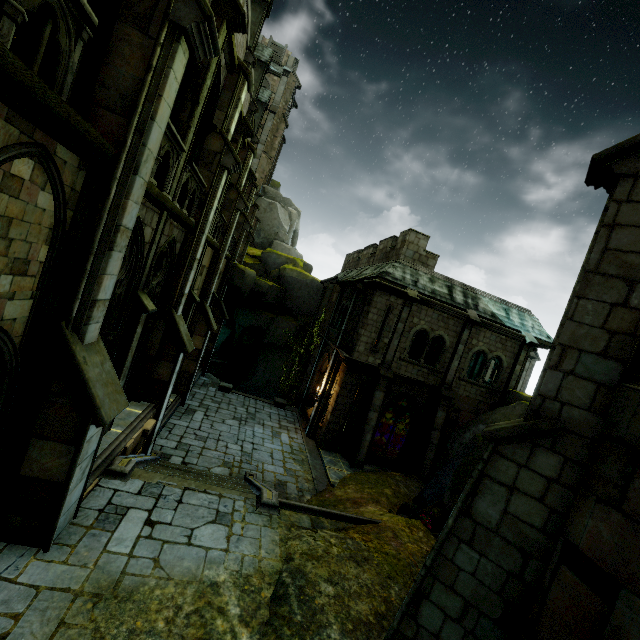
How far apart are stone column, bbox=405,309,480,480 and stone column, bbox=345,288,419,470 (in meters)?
2.83

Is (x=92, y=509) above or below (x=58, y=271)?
below

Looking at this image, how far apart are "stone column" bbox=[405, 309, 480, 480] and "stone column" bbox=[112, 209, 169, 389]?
14.5 meters

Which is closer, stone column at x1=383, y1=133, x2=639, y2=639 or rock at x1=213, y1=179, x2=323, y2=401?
stone column at x1=383, y1=133, x2=639, y2=639

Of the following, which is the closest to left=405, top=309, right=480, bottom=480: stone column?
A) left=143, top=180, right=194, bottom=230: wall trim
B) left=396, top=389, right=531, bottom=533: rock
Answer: left=396, top=389, right=531, bottom=533: rock

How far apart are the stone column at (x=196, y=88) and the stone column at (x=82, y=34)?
3.5m

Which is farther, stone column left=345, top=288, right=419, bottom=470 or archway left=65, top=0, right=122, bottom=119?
stone column left=345, top=288, right=419, bottom=470

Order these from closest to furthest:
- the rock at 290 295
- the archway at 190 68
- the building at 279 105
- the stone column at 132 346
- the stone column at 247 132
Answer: the archway at 190 68 < the stone column at 132 346 < the building at 279 105 < the stone column at 247 132 < the rock at 290 295
